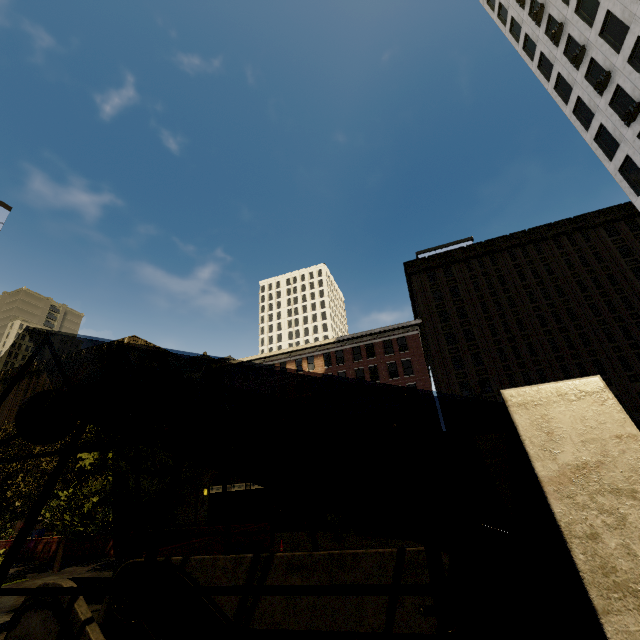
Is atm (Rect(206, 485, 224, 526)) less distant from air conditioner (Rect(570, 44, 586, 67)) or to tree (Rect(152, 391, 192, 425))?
tree (Rect(152, 391, 192, 425))

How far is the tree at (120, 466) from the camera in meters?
9.9

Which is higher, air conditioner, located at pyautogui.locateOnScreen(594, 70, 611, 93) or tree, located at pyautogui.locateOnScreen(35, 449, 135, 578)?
air conditioner, located at pyautogui.locateOnScreen(594, 70, 611, 93)

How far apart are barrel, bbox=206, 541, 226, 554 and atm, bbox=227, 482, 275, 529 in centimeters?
513cm

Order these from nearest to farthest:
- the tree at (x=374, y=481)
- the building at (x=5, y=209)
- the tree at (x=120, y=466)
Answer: the tree at (x=120, y=466)
the tree at (x=374, y=481)
the building at (x=5, y=209)

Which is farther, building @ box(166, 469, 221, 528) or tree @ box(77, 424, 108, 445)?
building @ box(166, 469, 221, 528)

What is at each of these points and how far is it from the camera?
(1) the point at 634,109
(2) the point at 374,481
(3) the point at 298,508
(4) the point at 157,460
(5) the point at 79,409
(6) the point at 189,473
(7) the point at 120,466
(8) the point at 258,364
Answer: (1) air conditioner, 21.34m
(2) tree, 12.91m
(3) building, 35.16m
(4) tree, 12.12m
(5) underground building, 7.82m
(6) tree, 11.98m
(7) tree, 10.58m
(8) building, 44.84m

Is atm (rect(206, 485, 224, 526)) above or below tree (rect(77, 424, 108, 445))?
below
